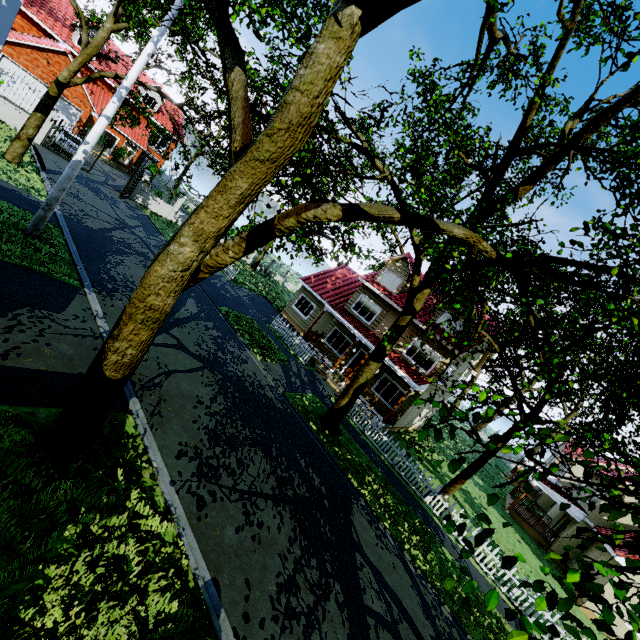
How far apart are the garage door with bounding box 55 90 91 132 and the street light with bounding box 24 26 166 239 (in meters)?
23.13

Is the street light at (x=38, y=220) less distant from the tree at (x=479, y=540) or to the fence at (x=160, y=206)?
the tree at (x=479, y=540)

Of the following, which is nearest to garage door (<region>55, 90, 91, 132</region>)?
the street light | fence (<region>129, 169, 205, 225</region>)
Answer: fence (<region>129, 169, 205, 225</region>)

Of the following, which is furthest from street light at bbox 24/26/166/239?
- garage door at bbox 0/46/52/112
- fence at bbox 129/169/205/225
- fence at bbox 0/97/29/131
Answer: garage door at bbox 0/46/52/112

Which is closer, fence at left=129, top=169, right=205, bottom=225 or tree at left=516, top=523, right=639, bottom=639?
tree at left=516, top=523, right=639, bottom=639

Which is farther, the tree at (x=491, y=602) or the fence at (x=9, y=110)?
the fence at (x=9, y=110)

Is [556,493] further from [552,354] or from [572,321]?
[572,321]

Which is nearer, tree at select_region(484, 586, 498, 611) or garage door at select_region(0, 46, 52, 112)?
tree at select_region(484, 586, 498, 611)
